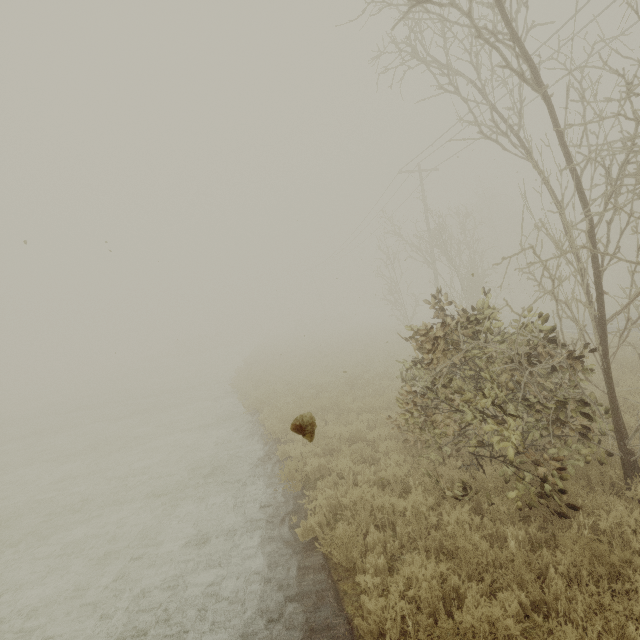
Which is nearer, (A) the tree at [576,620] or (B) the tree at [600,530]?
(A) the tree at [576,620]

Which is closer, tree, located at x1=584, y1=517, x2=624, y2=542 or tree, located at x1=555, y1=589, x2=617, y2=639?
tree, located at x1=555, y1=589, x2=617, y2=639

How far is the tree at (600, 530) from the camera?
4.1m

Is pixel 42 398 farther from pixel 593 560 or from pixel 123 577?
pixel 593 560

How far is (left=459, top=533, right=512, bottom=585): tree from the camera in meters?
4.1 m
